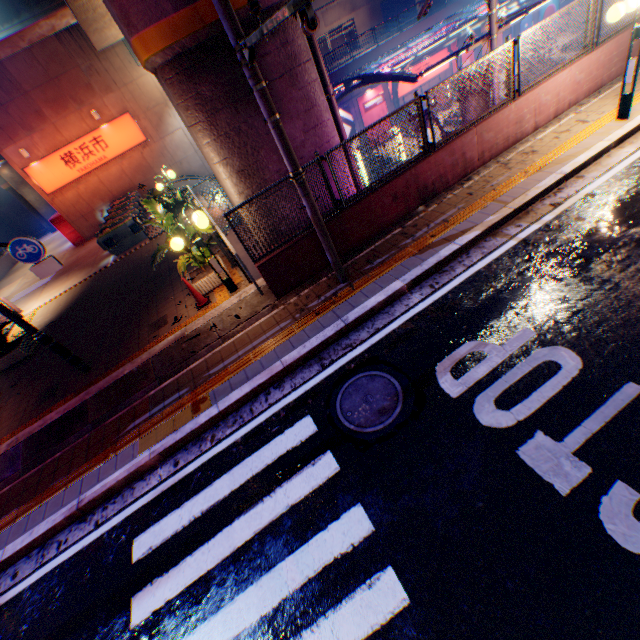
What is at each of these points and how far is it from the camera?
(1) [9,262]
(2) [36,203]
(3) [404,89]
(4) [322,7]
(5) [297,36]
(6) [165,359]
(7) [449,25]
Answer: (1) concrete block, 25.5 meters
(2) overpass support, 29.2 meters
(3) sign, 29.1 meters
(4) building, 40.8 meters
(5) overpass support, 6.6 meters
(6) concrete curb, 7.3 meters
(7) canopy, 20.3 meters

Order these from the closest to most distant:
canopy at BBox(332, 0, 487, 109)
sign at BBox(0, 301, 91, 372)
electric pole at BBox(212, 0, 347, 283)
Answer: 1. electric pole at BBox(212, 0, 347, 283)
2. sign at BBox(0, 301, 91, 372)
3. canopy at BBox(332, 0, 487, 109)

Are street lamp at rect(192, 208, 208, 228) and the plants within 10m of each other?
yes

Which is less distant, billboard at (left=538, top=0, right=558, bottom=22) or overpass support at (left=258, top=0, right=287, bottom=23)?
overpass support at (left=258, top=0, right=287, bottom=23)

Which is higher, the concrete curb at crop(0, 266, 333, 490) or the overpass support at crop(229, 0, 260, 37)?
the overpass support at crop(229, 0, 260, 37)

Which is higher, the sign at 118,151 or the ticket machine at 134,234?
the sign at 118,151

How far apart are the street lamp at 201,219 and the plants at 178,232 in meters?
0.2

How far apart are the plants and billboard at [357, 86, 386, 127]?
25.98m
